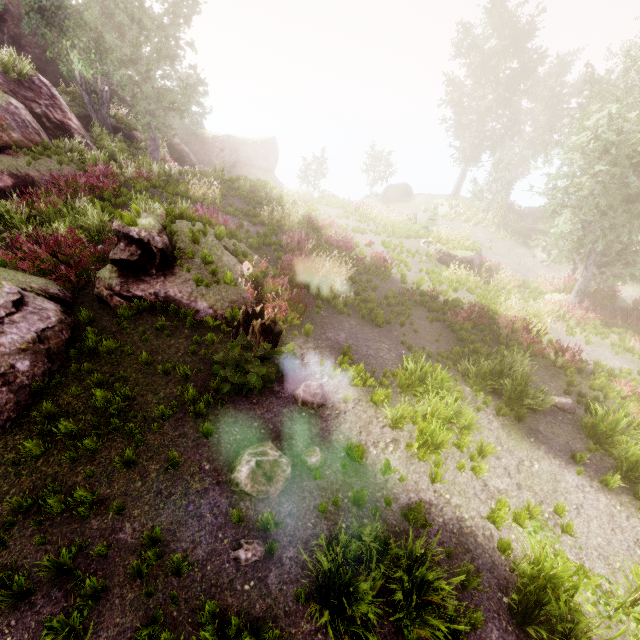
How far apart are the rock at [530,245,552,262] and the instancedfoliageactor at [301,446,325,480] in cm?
2457

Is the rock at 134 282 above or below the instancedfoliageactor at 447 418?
above

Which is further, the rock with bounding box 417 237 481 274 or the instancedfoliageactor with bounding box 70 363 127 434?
the rock with bounding box 417 237 481 274

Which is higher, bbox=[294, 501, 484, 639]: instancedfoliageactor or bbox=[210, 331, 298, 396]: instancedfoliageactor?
bbox=[210, 331, 298, 396]: instancedfoliageactor

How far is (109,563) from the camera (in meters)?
4.34

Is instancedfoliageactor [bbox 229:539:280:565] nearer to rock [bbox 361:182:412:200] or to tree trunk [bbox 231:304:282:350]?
tree trunk [bbox 231:304:282:350]

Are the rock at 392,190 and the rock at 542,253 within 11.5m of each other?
no

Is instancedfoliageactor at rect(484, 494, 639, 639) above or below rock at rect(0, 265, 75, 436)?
below
